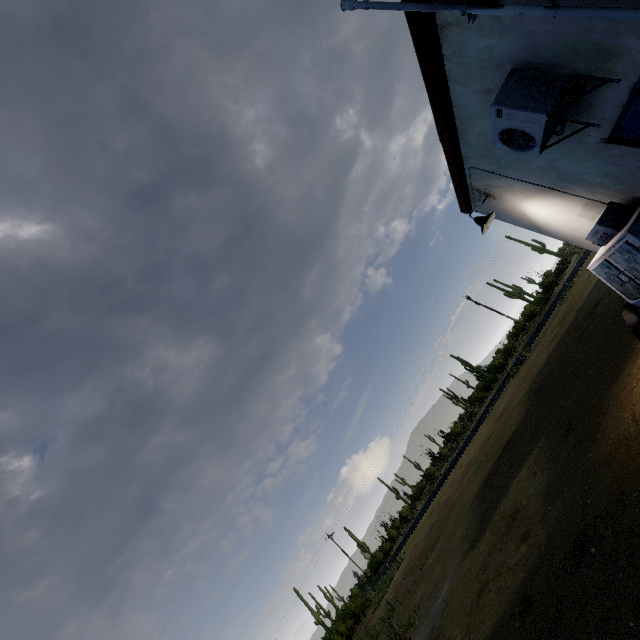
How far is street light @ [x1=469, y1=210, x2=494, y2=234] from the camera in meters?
6.1

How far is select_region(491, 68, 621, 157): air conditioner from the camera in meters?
3.0

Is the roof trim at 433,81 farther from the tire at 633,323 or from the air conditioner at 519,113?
the tire at 633,323

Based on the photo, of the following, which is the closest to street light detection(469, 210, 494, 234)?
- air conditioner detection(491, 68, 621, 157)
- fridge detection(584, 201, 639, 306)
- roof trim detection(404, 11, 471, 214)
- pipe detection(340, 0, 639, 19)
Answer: roof trim detection(404, 11, 471, 214)

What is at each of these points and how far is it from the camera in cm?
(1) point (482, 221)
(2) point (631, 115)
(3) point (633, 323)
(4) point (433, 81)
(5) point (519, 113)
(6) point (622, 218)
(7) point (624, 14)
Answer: (1) street light, 625
(2) door, 319
(3) tire, 591
(4) roof trim, 388
(5) air conditioner, 318
(6) fridge, 438
(7) pipe, 223

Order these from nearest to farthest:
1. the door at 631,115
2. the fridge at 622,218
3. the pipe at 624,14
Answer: the pipe at 624,14
the door at 631,115
the fridge at 622,218

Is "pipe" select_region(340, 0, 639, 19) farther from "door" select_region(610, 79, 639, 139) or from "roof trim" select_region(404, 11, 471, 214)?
"door" select_region(610, 79, 639, 139)

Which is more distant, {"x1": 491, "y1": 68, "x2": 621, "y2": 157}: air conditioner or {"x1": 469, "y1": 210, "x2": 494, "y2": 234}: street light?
{"x1": 469, "y1": 210, "x2": 494, "y2": 234}: street light
